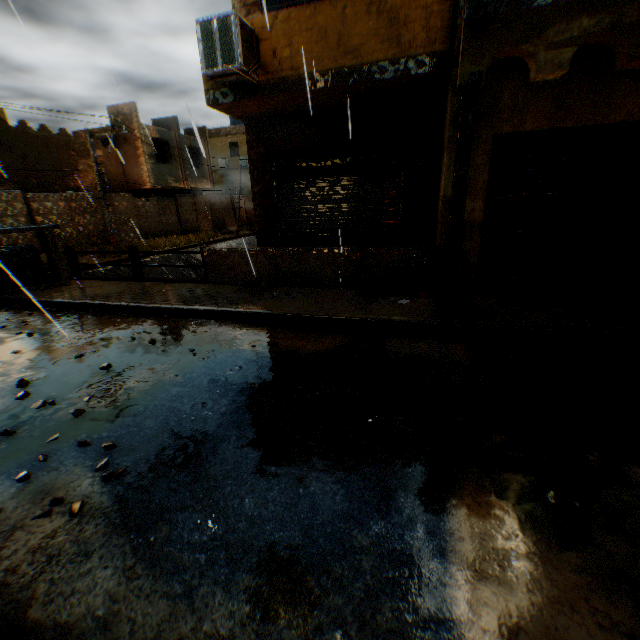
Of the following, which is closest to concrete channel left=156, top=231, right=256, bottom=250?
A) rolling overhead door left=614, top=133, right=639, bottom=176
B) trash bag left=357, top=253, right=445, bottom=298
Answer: rolling overhead door left=614, top=133, right=639, bottom=176

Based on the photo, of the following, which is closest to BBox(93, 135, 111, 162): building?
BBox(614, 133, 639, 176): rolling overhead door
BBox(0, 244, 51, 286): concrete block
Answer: BBox(614, 133, 639, 176): rolling overhead door

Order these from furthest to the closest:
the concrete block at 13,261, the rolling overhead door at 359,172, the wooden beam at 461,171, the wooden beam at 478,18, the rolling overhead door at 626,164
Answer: the concrete block at 13,261 → the rolling overhead door at 359,172 → the rolling overhead door at 626,164 → the wooden beam at 461,171 → the wooden beam at 478,18

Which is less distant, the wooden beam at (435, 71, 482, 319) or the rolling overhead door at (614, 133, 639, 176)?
the wooden beam at (435, 71, 482, 319)

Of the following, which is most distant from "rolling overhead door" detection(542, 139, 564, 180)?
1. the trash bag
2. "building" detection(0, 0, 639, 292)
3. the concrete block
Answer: the concrete block

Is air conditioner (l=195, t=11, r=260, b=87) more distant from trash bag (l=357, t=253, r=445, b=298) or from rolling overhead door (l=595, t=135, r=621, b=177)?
trash bag (l=357, t=253, r=445, b=298)

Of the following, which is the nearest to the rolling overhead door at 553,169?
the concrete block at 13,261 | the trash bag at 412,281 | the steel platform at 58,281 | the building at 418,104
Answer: the building at 418,104

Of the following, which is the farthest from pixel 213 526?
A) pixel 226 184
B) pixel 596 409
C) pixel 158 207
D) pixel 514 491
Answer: pixel 226 184
